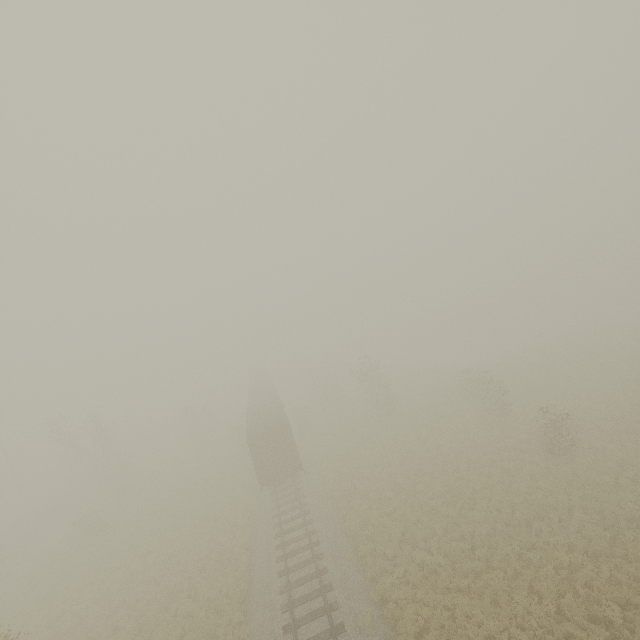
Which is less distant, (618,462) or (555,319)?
(618,462)

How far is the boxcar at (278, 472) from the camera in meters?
23.8

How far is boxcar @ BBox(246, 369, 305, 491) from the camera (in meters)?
23.80
